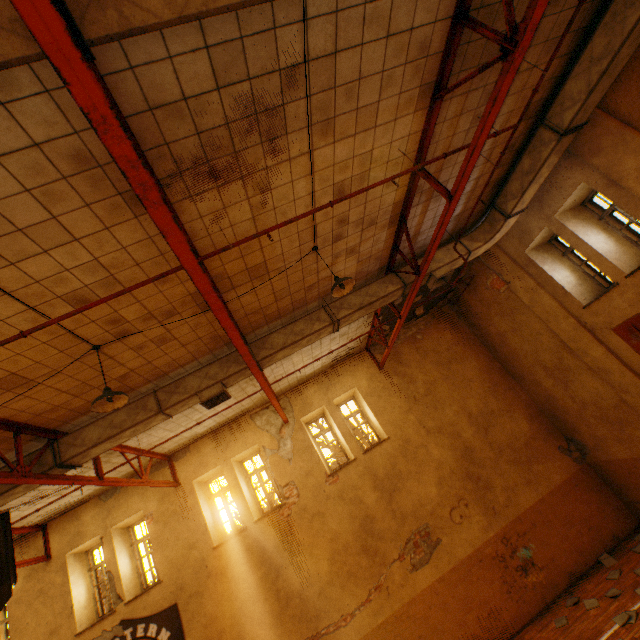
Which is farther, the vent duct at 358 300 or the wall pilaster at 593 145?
the vent duct at 358 300

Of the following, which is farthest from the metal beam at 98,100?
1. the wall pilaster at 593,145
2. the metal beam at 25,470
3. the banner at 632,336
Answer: the banner at 632,336

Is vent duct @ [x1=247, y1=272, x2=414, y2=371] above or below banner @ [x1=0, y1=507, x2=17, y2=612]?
above

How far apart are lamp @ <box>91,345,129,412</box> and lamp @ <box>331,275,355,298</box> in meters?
3.5

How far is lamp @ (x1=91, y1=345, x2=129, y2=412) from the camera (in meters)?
4.46

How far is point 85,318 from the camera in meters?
4.5

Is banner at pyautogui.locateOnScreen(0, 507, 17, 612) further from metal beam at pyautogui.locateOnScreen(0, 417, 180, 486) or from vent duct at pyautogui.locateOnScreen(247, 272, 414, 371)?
vent duct at pyautogui.locateOnScreen(247, 272, 414, 371)

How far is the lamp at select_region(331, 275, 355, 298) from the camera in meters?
5.3
